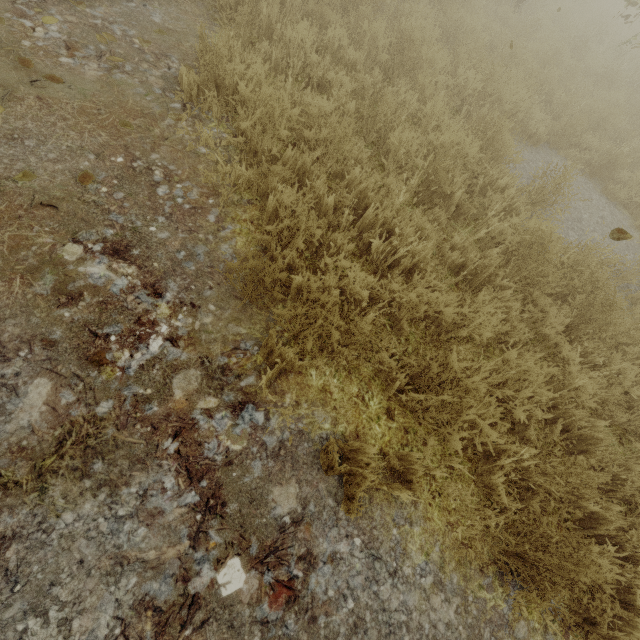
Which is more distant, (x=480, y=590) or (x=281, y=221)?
(x=281, y=221)
